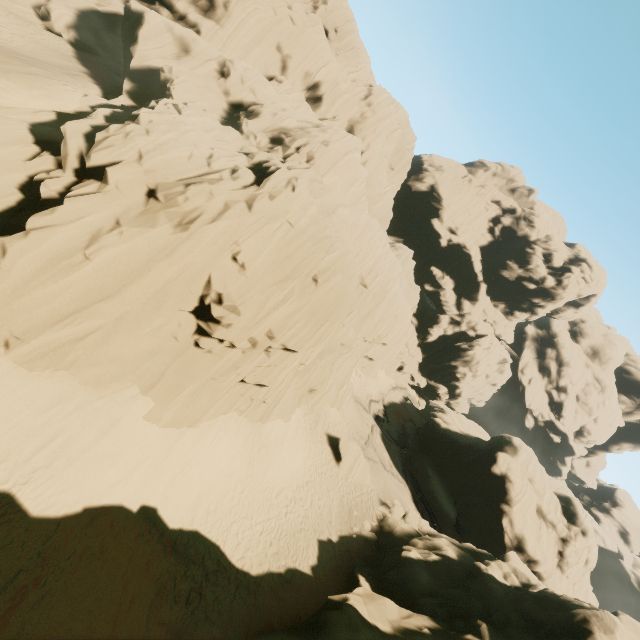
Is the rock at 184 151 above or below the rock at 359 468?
above

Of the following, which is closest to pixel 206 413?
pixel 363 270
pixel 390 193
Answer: pixel 363 270

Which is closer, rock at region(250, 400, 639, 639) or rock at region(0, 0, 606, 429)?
rock at region(0, 0, 606, 429)

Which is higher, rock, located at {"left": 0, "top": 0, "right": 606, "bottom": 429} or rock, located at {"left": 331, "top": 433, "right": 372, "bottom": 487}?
rock, located at {"left": 0, "top": 0, "right": 606, "bottom": 429}

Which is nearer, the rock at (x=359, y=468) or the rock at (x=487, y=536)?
the rock at (x=487, y=536)

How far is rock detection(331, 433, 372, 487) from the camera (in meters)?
25.08
